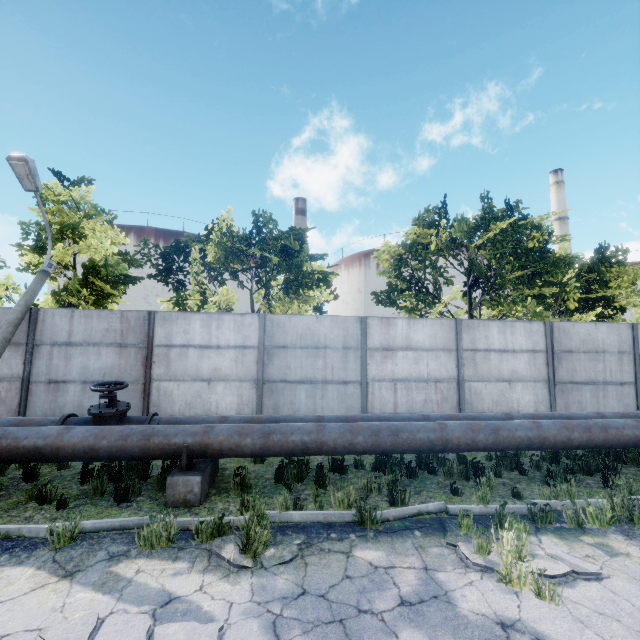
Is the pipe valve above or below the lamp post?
below

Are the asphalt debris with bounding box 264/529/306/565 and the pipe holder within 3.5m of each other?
yes

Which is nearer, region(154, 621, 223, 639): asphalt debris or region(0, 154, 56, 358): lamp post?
region(154, 621, 223, 639): asphalt debris

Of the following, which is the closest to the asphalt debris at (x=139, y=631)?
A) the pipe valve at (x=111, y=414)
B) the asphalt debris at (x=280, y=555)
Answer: the asphalt debris at (x=280, y=555)

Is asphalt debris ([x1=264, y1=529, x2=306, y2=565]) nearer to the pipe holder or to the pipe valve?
the pipe holder

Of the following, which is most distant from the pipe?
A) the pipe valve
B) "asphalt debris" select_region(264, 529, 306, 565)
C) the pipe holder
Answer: "asphalt debris" select_region(264, 529, 306, 565)

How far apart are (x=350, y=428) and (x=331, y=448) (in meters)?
0.50

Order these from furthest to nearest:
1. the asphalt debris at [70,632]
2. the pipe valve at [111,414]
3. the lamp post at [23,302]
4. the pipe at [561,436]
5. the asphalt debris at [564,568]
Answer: the lamp post at [23,302], the pipe valve at [111,414], the pipe at [561,436], the asphalt debris at [564,568], the asphalt debris at [70,632]
